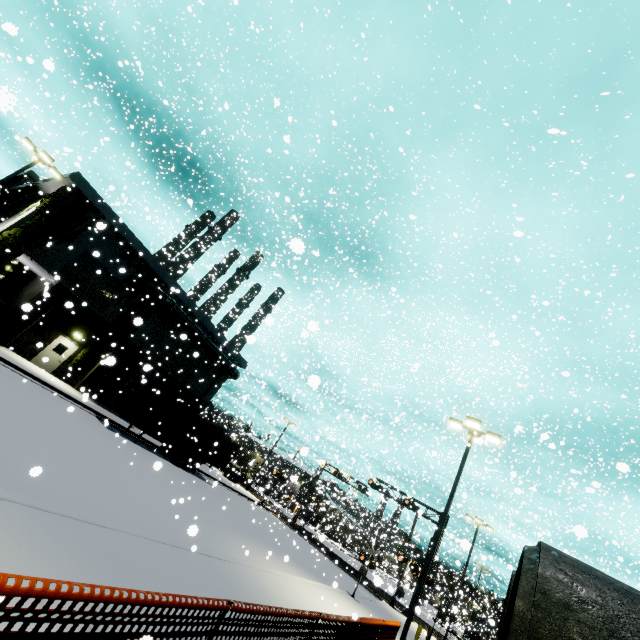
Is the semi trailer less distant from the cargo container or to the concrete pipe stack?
the cargo container

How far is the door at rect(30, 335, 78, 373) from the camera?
21.68m

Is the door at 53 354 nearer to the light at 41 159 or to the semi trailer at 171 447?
the semi trailer at 171 447

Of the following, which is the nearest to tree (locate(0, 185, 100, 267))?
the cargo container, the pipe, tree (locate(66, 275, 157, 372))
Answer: tree (locate(66, 275, 157, 372))

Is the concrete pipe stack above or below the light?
below

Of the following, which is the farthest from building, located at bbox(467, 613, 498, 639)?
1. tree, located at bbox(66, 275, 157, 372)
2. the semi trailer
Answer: the semi trailer

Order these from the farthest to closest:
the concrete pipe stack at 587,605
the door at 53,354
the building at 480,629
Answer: the building at 480,629
the door at 53,354
the concrete pipe stack at 587,605

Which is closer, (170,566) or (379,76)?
(170,566)
